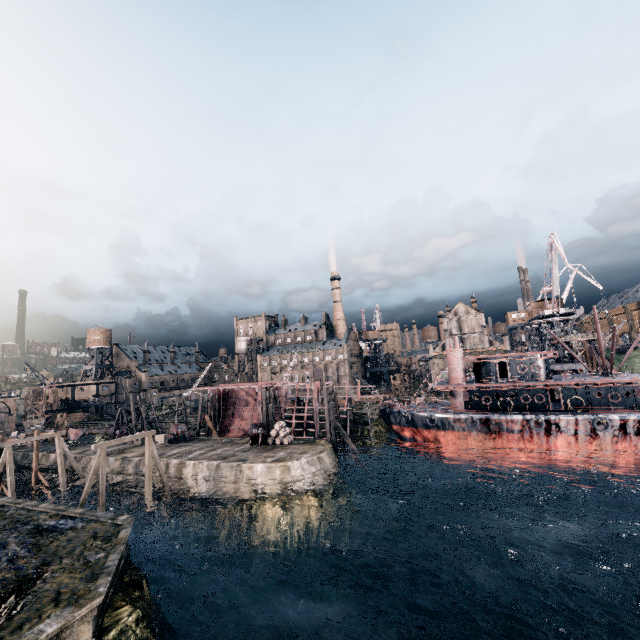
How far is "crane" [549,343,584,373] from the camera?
53.09m

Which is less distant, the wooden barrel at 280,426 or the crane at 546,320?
the wooden barrel at 280,426

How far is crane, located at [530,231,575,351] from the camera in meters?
50.4

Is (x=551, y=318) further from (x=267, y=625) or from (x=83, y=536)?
(x=83, y=536)

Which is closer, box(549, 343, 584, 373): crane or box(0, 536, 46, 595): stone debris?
box(0, 536, 46, 595): stone debris

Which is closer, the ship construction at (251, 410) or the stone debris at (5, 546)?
the stone debris at (5, 546)

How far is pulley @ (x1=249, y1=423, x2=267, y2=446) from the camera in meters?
39.3 m

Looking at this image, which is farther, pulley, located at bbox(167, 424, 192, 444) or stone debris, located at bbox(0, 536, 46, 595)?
pulley, located at bbox(167, 424, 192, 444)
